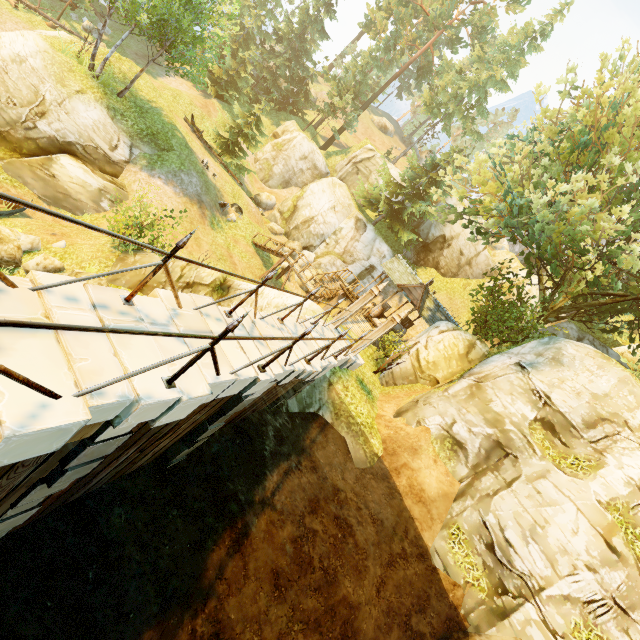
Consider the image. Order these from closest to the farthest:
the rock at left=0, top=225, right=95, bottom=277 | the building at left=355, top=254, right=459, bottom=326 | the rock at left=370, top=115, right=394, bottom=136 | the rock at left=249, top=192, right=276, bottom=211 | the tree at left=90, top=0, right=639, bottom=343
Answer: the rock at left=0, top=225, right=95, bottom=277 → the tree at left=90, top=0, right=639, bottom=343 → the building at left=355, top=254, right=459, bottom=326 → the rock at left=249, top=192, right=276, bottom=211 → the rock at left=370, top=115, right=394, bottom=136

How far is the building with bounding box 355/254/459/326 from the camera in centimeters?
2059cm

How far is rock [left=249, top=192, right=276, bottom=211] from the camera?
31.1 meters

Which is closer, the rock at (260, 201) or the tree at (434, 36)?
the tree at (434, 36)

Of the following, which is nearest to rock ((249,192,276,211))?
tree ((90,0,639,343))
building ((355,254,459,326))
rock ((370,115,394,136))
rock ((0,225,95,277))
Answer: tree ((90,0,639,343))

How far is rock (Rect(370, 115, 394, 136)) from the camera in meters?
56.6

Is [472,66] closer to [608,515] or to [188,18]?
[188,18]

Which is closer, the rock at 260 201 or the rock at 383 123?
the rock at 260 201
